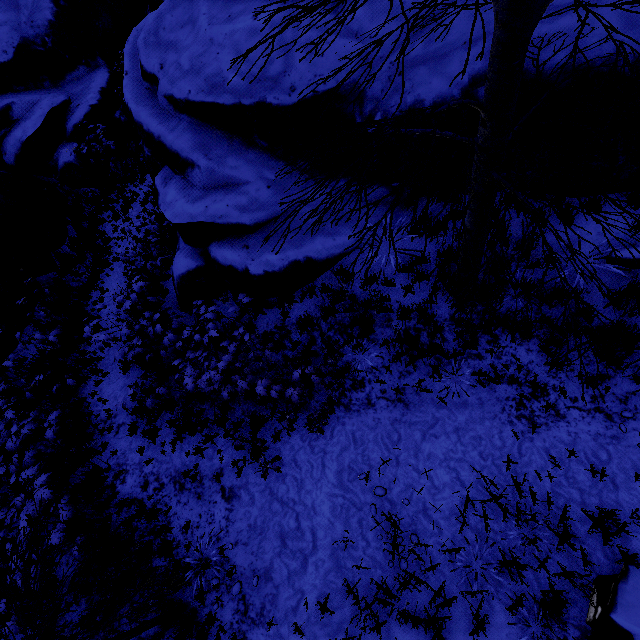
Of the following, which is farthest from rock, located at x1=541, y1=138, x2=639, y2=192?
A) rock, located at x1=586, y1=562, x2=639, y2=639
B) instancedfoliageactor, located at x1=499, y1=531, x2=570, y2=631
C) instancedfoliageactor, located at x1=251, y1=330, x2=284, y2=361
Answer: rock, located at x1=586, y1=562, x2=639, y2=639

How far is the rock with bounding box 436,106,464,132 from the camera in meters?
5.2

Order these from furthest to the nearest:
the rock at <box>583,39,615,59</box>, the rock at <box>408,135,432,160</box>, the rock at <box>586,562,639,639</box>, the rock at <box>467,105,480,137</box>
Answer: the rock at <box>408,135,432,160</box>, the rock at <box>467,105,480,137</box>, the rock at <box>583,39,615,59</box>, the rock at <box>586,562,639,639</box>

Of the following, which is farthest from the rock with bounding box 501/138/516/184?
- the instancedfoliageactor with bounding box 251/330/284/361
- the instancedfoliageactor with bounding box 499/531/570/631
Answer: the instancedfoliageactor with bounding box 251/330/284/361

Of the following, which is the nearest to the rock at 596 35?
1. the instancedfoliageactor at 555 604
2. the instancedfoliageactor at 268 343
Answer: the instancedfoliageactor at 555 604

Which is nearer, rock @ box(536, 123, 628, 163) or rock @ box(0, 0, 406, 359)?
rock @ box(536, 123, 628, 163)

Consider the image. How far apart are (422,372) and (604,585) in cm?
342

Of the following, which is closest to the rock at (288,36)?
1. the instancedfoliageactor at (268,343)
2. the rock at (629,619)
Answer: the instancedfoliageactor at (268,343)
